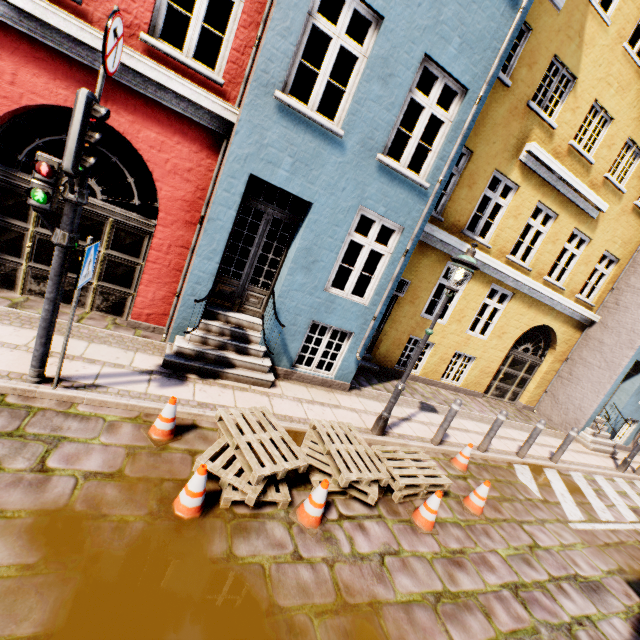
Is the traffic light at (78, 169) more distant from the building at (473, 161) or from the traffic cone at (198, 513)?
the traffic cone at (198, 513)

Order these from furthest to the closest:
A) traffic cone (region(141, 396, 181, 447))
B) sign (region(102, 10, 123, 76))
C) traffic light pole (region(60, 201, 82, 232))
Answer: traffic cone (region(141, 396, 181, 447)), traffic light pole (region(60, 201, 82, 232)), sign (region(102, 10, 123, 76))

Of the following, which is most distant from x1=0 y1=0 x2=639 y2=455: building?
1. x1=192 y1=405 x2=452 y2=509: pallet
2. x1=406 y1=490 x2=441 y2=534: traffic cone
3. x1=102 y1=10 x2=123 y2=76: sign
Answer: x1=406 y1=490 x2=441 y2=534: traffic cone

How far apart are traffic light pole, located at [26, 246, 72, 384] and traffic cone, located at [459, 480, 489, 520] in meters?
6.4

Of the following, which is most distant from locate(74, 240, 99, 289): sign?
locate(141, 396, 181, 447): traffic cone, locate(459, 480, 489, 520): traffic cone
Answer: locate(459, 480, 489, 520): traffic cone

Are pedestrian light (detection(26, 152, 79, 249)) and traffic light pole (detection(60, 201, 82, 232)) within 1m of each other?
yes

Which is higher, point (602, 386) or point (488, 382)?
point (602, 386)

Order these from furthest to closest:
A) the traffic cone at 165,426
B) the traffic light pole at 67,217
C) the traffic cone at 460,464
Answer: the traffic cone at 460,464 < the traffic cone at 165,426 < the traffic light pole at 67,217
